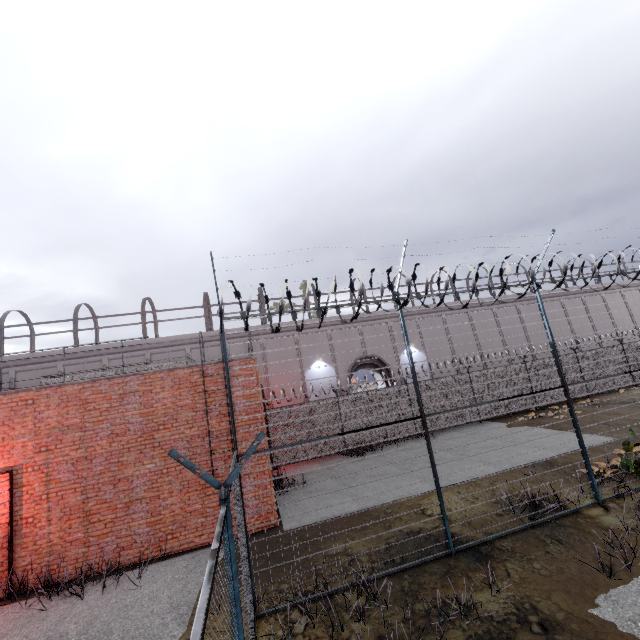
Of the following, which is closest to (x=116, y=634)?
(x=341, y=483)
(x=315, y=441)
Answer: (x=341, y=483)
